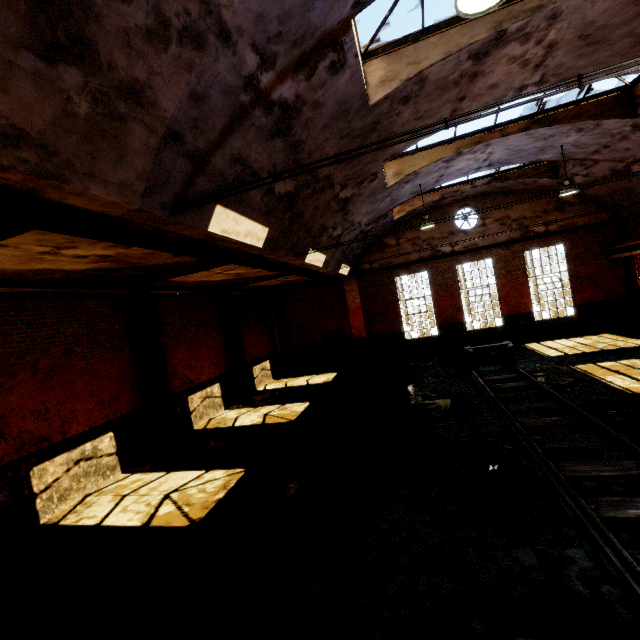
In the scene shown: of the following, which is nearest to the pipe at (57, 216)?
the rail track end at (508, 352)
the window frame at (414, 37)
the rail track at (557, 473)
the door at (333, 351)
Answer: the door at (333, 351)

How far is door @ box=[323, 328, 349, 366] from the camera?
18.83m

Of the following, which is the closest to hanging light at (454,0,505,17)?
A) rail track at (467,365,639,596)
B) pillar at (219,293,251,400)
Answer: rail track at (467,365,639,596)

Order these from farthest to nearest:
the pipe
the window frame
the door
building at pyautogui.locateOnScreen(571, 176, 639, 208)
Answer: the door → building at pyautogui.locateOnScreen(571, 176, 639, 208) → the window frame → the pipe

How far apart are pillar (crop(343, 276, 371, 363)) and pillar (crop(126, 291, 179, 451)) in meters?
10.6 m

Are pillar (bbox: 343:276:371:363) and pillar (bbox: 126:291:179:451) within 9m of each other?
no

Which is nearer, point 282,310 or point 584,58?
point 584,58

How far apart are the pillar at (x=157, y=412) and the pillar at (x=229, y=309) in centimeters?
422cm
